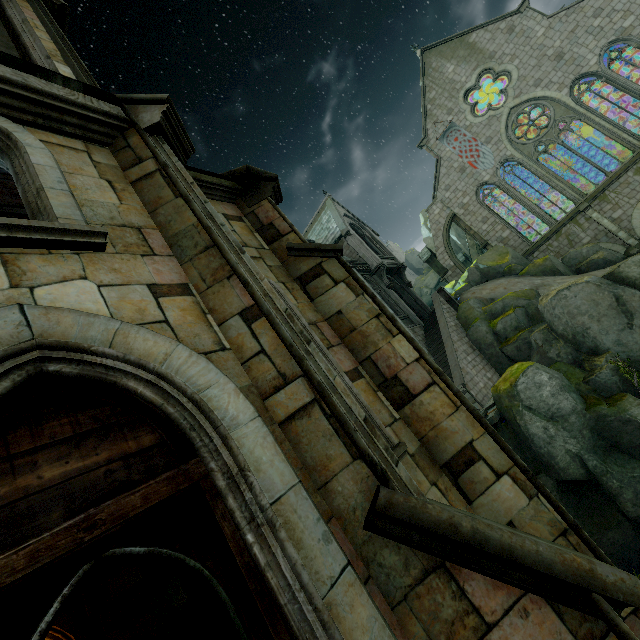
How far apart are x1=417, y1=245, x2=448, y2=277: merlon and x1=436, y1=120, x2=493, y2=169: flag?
7.3m

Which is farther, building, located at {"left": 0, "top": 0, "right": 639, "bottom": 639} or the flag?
the flag

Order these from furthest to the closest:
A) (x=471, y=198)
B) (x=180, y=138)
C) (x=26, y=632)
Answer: (x=471, y=198) < (x=180, y=138) < (x=26, y=632)

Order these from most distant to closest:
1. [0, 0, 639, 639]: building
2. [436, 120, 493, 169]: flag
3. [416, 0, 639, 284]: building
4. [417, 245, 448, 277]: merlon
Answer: [417, 245, 448, 277]: merlon, [436, 120, 493, 169]: flag, [416, 0, 639, 284]: building, [0, 0, 639, 639]: building

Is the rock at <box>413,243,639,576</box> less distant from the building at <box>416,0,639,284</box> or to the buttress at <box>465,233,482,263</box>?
the building at <box>416,0,639,284</box>

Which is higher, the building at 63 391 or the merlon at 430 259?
the merlon at 430 259

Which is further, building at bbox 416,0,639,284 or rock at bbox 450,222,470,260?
rock at bbox 450,222,470,260

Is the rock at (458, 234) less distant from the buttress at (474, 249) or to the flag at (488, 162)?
the buttress at (474, 249)
